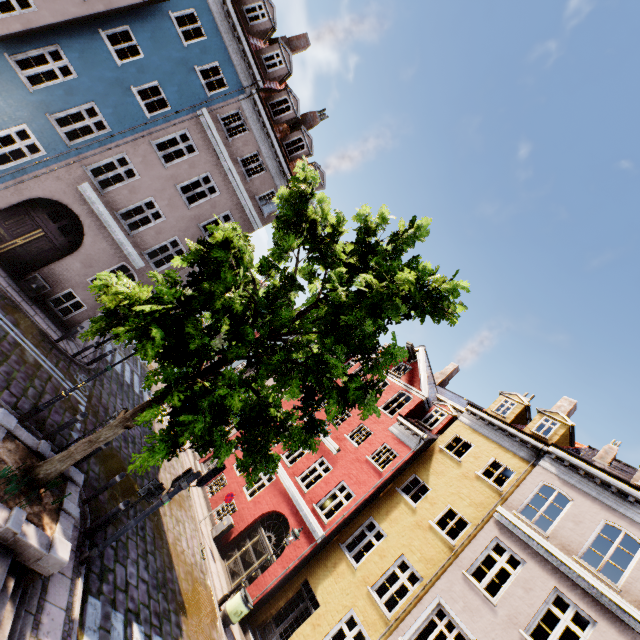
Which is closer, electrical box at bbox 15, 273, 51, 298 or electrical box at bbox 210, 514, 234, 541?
electrical box at bbox 15, 273, 51, 298

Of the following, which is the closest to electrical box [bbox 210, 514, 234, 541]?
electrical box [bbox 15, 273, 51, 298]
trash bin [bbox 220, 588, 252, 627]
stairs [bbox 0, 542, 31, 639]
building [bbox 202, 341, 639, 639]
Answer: building [bbox 202, 341, 639, 639]

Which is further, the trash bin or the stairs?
the trash bin

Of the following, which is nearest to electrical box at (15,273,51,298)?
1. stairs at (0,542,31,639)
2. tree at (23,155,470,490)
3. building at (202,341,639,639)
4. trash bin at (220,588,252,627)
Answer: tree at (23,155,470,490)

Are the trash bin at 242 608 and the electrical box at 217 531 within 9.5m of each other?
yes

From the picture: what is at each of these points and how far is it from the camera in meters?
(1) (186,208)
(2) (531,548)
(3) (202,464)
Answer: (1) building, 15.9
(2) building, 11.2
(3) building, 20.6

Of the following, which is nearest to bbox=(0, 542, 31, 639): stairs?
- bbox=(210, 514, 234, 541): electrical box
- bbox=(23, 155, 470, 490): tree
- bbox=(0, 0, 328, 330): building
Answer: bbox=(23, 155, 470, 490): tree

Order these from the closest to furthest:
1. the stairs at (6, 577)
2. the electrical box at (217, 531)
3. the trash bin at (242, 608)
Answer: the stairs at (6, 577) < the trash bin at (242, 608) < the electrical box at (217, 531)
